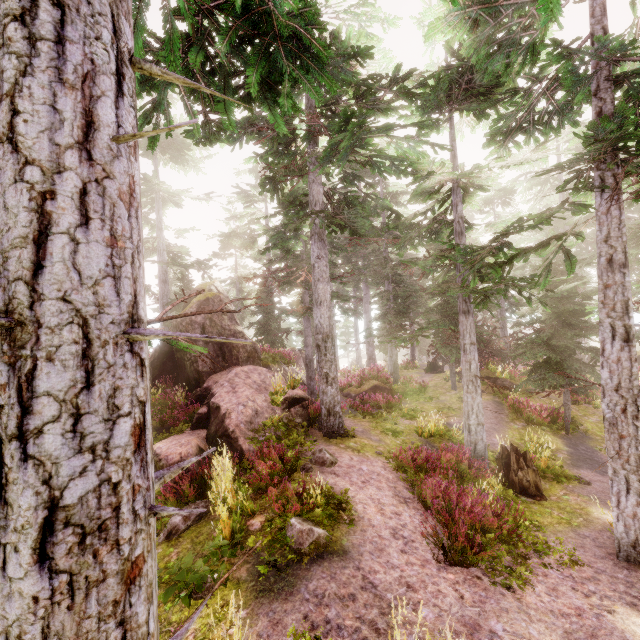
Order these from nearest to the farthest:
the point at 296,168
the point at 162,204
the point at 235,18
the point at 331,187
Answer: the point at 235,18
the point at 296,168
the point at 331,187
the point at 162,204

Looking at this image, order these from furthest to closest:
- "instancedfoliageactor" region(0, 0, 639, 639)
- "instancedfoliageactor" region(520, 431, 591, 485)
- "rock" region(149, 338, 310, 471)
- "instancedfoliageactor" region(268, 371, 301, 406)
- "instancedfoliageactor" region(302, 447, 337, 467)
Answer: "instancedfoliageactor" region(268, 371, 301, 406) < "instancedfoliageactor" region(520, 431, 591, 485) < "rock" region(149, 338, 310, 471) < "instancedfoliageactor" region(302, 447, 337, 467) < "instancedfoliageactor" region(0, 0, 639, 639)

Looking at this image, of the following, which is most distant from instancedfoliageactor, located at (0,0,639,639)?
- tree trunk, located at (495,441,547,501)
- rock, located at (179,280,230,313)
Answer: tree trunk, located at (495,441,547,501)

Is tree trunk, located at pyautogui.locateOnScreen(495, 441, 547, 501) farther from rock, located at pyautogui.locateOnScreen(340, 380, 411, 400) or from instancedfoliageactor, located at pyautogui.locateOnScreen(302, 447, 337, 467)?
rock, located at pyautogui.locateOnScreen(340, 380, 411, 400)

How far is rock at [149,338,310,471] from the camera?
9.88m

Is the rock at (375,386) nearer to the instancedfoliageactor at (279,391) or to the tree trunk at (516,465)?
the instancedfoliageactor at (279,391)
